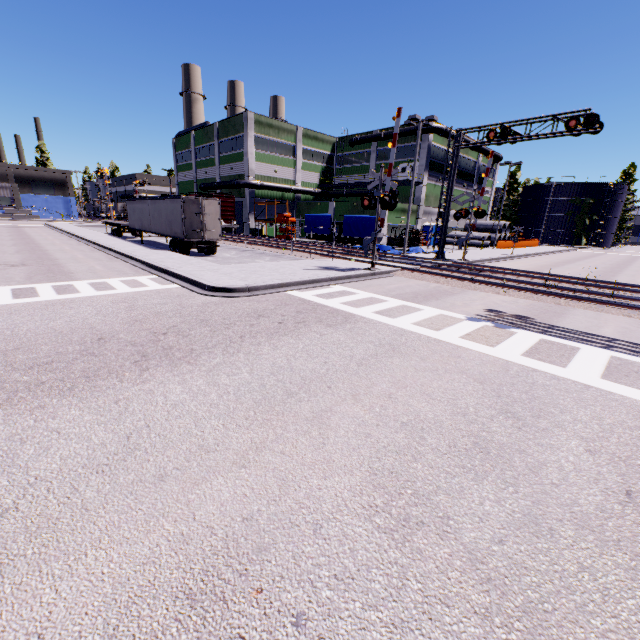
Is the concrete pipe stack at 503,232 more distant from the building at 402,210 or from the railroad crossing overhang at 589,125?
the railroad crossing overhang at 589,125

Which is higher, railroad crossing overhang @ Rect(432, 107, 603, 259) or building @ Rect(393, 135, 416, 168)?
building @ Rect(393, 135, 416, 168)

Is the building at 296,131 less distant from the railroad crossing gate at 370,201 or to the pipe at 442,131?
the pipe at 442,131

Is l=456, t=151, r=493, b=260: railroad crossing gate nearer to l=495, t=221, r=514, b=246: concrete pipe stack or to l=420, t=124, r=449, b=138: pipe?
l=420, t=124, r=449, b=138: pipe

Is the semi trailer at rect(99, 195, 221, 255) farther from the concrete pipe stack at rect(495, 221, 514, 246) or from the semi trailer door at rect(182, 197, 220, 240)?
the concrete pipe stack at rect(495, 221, 514, 246)

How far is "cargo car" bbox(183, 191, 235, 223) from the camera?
39.9m

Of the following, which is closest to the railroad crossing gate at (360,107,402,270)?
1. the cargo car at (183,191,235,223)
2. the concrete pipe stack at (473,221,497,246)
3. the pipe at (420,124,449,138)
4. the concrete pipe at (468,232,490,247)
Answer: the pipe at (420,124,449,138)

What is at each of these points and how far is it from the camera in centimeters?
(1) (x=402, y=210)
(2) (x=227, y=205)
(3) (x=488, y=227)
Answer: (1) building, 4019cm
(2) cargo car, 4088cm
(3) concrete pipe stack, 4872cm
